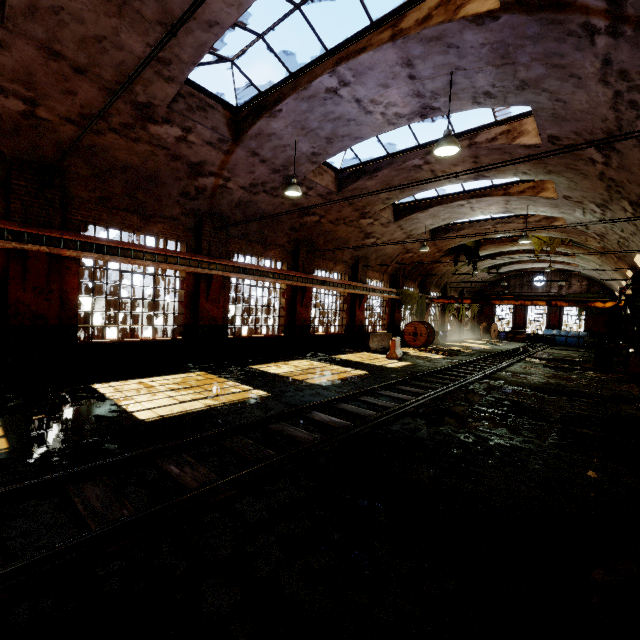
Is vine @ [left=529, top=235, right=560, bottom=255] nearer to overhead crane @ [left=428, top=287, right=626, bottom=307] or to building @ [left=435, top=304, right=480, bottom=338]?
building @ [left=435, top=304, right=480, bottom=338]

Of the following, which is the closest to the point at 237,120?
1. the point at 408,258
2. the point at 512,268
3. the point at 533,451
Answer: the point at 533,451

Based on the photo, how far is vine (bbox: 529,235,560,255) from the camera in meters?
20.5

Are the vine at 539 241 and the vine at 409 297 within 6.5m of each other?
no

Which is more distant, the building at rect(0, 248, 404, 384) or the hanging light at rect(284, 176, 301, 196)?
the hanging light at rect(284, 176, 301, 196)

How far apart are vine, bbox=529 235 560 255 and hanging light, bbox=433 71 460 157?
18.21m

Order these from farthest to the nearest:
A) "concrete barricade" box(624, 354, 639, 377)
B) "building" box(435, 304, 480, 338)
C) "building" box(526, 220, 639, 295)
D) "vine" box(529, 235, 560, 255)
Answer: "building" box(435, 304, 480, 338) < "vine" box(529, 235, 560, 255) < "concrete barricade" box(624, 354, 639, 377) < "building" box(526, 220, 639, 295)

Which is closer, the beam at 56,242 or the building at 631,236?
the beam at 56,242
